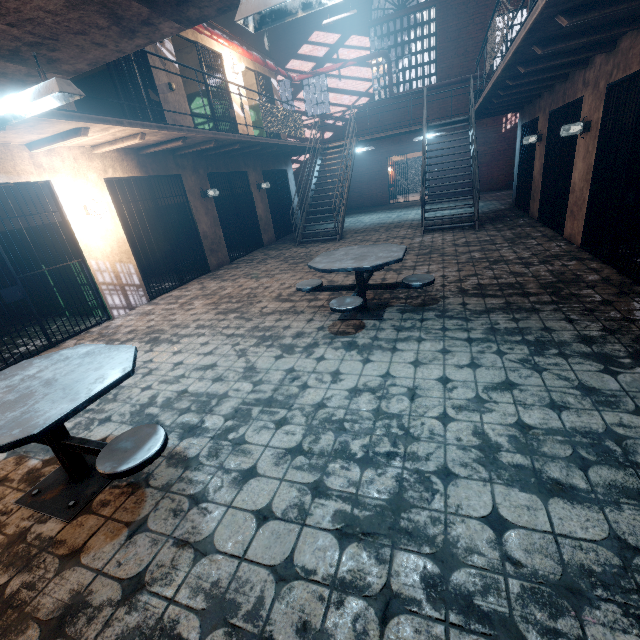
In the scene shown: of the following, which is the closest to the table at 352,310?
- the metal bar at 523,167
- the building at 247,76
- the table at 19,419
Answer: the table at 19,419

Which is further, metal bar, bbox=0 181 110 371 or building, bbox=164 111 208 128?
building, bbox=164 111 208 128

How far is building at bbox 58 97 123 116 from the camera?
5.3m

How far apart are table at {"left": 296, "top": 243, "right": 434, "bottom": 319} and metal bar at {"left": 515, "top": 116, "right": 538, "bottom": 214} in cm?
657

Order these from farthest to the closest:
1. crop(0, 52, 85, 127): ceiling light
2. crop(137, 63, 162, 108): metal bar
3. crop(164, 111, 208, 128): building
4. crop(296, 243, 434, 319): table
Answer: crop(164, 111, 208, 128): building < crop(137, 63, 162, 108): metal bar < crop(296, 243, 434, 319): table < crop(0, 52, 85, 127): ceiling light

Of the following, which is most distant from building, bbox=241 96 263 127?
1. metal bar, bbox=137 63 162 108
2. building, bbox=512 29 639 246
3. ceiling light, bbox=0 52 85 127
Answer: building, bbox=512 29 639 246

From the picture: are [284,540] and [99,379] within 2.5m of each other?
yes

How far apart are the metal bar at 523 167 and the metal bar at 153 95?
8.9m
